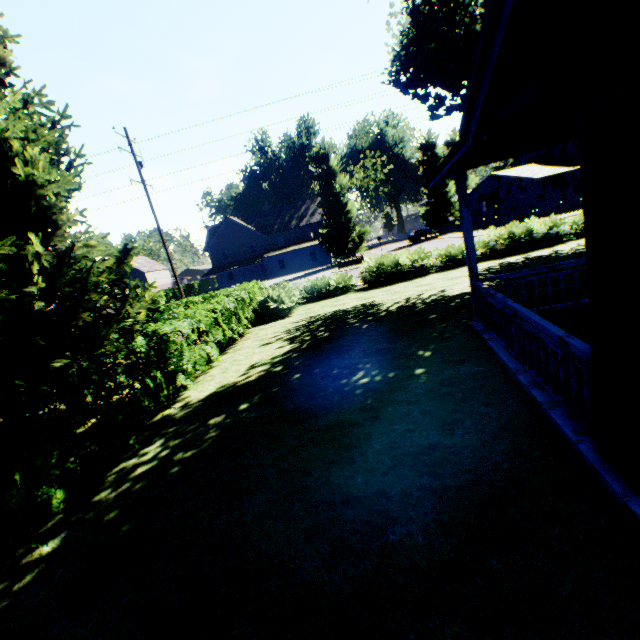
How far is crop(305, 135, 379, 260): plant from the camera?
40.9m

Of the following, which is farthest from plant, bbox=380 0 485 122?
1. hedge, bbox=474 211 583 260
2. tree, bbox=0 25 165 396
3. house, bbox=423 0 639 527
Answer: house, bbox=423 0 639 527

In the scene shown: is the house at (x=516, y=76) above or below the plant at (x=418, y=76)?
below

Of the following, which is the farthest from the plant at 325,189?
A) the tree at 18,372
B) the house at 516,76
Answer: the house at 516,76

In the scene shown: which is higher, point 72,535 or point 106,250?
point 106,250

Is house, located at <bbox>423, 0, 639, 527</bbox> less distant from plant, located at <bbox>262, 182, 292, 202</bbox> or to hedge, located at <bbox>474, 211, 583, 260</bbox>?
plant, located at <bbox>262, 182, 292, 202</bbox>

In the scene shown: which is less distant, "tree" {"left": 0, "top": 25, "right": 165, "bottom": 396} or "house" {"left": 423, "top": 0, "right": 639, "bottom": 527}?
"house" {"left": 423, "top": 0, "right": 639, "bottom": 527}

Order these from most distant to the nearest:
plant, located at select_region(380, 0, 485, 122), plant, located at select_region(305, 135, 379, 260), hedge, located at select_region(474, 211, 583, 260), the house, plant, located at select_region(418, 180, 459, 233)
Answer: plant, located at select_region(418, 180, 459, 233)
plant, located at select_region(305, 135, 379, 260)
hedge, located at select_region(474, 211, 583, 260)
plant, located at select_region(380, 0, 485, 122)
the house
